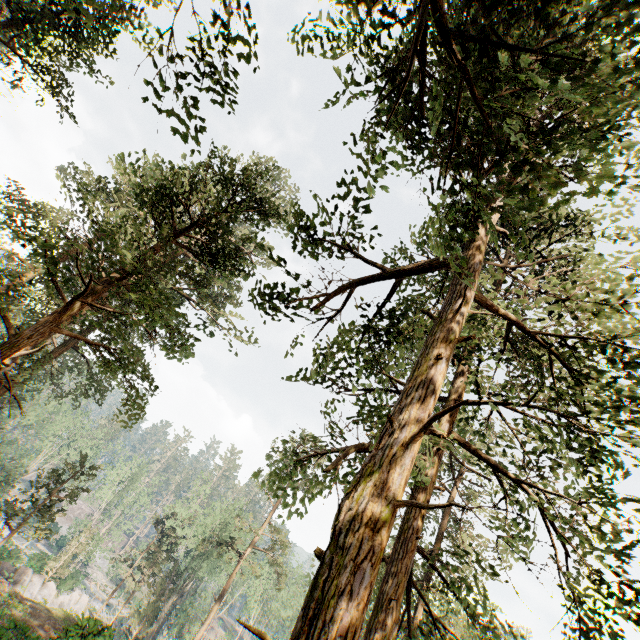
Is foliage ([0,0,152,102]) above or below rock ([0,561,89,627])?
above

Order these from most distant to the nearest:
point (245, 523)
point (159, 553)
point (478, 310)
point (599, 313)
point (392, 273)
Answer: point (159, 553), point (245, 523), point (478, 310), point (392, 273), point (599, 313)

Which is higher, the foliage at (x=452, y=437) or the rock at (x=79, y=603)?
the foliage at (x=452, y=437)

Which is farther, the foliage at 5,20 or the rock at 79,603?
the rock at 79,603

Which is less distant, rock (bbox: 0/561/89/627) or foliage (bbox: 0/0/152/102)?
foliage (bbox: 0/0/152/102)
